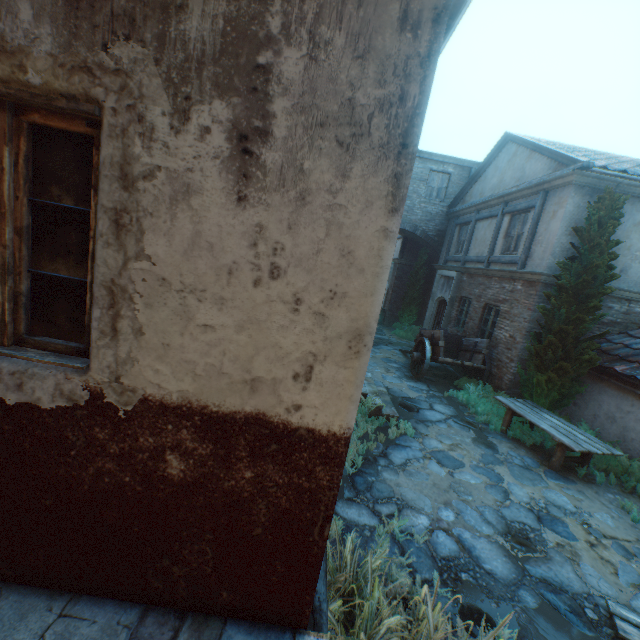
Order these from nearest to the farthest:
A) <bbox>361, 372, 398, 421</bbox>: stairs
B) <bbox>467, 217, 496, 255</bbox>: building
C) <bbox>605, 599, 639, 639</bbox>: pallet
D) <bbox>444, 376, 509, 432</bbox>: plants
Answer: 1. <bbox>605, 599, 639, 639</bbox>: pallet
2. <bbox>361, 372, 398, 421</bbox>: stairs
3. <bbox>444, 376, 509, 432</bbox>: plants
4. <bbox>467, 217, 496, 255</bbox>: building

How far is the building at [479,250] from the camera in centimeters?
1165cm

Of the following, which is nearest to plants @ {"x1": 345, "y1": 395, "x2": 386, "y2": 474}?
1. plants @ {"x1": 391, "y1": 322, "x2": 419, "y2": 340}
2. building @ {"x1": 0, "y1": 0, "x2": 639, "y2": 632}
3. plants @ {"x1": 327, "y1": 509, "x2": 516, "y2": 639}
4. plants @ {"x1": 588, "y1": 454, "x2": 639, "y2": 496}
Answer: building @ {"x1": 0, "y1": 0, "x2": 639, "y2": 632}

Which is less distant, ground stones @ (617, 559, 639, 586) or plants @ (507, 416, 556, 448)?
ground stones @ (617, 559, 639, 586)

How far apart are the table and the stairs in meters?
2.6

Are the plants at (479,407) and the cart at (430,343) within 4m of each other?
yes

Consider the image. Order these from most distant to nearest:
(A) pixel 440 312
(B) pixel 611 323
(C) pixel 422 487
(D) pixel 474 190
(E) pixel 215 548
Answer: (A) pixel 440 312, (D) pixel 474 190, (B) pixel 611 323, (C) pixel 422 487, (E) pixel 215 548

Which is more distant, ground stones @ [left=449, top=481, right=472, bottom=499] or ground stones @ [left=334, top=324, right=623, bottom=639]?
ground stones @ [left=449, top=481, right=472, bottom=499]
